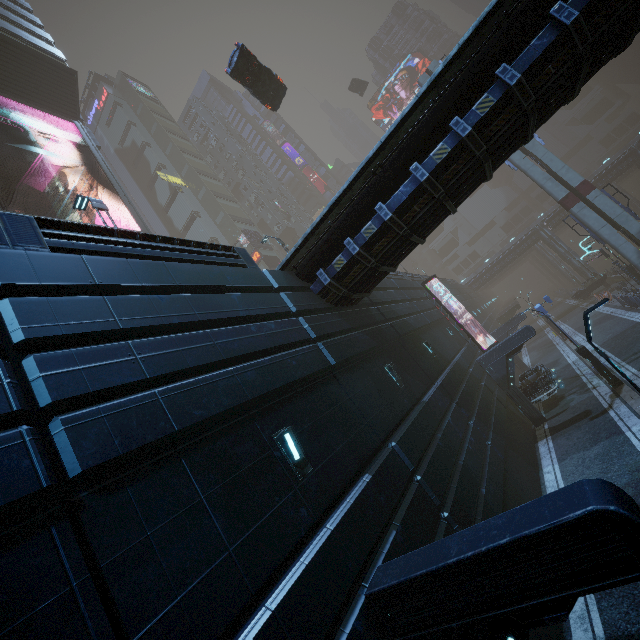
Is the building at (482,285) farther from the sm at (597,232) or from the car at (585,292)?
the car at (585,292)

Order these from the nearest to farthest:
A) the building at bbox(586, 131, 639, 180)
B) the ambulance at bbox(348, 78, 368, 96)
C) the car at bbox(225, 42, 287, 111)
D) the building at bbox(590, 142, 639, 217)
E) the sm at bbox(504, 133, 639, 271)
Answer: the car at bbox(225, 42, 287, 111) < the sm at bbox(504, 133, 639, 271) < the building at bbox(590, 142, 639, 217) < the ambulance at bbox(348, 78, 368, 96) < the building at bbox(586, 131, 639, 180)

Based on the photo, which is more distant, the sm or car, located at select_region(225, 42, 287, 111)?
the sm

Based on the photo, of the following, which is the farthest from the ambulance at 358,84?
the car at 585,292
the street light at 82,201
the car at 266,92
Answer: the car at 585,292

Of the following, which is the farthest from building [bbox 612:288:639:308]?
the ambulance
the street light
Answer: the ambulance

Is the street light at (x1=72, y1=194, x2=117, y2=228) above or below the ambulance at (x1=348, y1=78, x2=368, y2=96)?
below

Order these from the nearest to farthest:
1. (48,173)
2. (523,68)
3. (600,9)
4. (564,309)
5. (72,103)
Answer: (600,9)
(523,68)
(72,103)
(48,173)
(564,309)

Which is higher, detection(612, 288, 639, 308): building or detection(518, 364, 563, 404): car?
detection(518, 364, 563, 404): car
